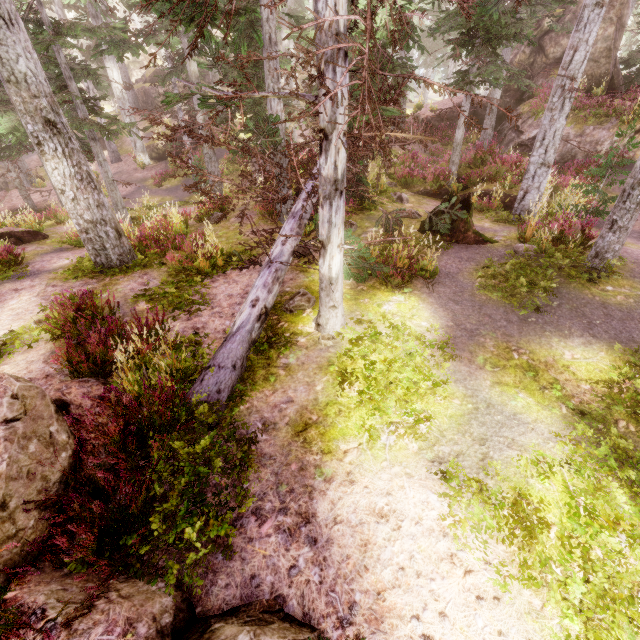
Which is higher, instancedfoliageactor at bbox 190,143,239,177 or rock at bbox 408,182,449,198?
instancedfoliageactor at bbox 190,143,239,177

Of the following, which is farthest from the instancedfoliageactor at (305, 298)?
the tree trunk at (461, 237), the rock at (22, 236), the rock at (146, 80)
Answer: the tree trunk at (461, 237)

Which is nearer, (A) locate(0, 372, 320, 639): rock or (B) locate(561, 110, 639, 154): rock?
(A) locate(0, 372, 320, 639): rock

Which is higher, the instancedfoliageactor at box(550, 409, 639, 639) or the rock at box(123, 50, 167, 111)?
the rock at box(123, 50, 167, 111)

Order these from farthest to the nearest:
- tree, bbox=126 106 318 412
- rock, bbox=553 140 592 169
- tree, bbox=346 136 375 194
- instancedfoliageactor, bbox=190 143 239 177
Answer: instancedfoliageactor, bbox=190 143 239 177, rock, bbox=553 140 592 169, tree, bbox=346 136 375 194, tree, bbox=126 106 318 412

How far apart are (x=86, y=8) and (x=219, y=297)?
29.53m

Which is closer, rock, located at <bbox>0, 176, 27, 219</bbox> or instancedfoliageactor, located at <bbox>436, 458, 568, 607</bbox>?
instancedfoliageactor, located at <bbox>436, 458, 568, 607</bbox>

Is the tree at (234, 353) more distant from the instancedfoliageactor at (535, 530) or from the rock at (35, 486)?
the rock at (35, 486)
